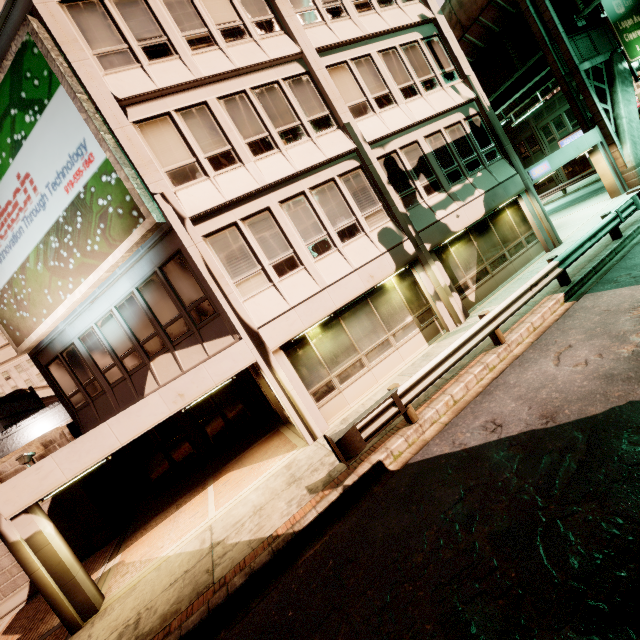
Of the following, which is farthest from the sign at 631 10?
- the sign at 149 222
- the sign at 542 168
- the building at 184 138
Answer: the sign at 149 222

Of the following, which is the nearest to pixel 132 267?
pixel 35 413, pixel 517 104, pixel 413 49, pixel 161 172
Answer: pixel 161 172

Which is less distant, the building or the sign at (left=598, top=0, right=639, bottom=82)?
the building

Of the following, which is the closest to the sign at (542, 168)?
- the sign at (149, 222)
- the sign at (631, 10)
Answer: the sign at (631, 10)

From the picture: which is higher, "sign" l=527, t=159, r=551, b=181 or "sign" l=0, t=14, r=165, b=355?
"sign" l=0, t=14, r=165, b=355

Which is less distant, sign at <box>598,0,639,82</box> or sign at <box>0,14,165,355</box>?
sign at <box>0,14,165,355</box>

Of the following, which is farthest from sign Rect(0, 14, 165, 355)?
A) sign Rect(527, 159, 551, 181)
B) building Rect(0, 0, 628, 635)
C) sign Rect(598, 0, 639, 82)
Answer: sign Rect(598, 0, 639, 82)

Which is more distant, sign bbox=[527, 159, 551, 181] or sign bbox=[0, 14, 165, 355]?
A: sign bbox=[527, 159, 551, 181]
